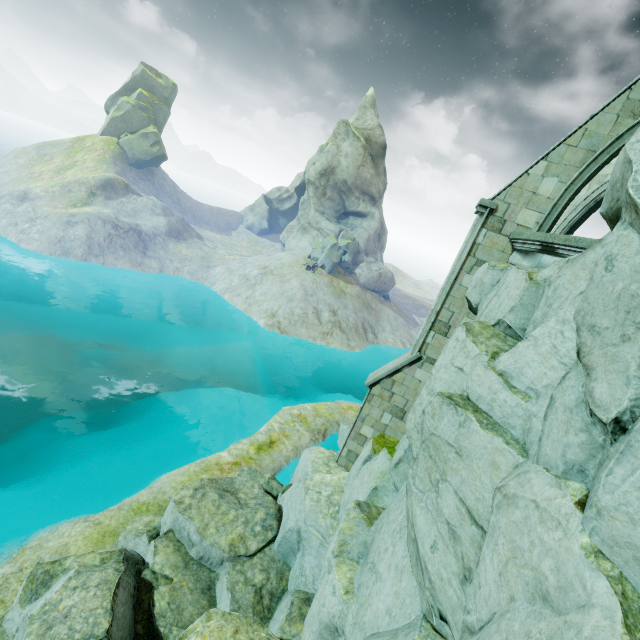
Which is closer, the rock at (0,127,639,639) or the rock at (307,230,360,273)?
the rock at (0,127,639,639)

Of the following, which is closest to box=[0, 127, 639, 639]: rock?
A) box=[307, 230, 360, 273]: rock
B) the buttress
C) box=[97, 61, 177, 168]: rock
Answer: the buttress

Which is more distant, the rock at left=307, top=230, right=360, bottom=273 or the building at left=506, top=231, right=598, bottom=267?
the rock at left=307, top=230, right=360, bottom=273

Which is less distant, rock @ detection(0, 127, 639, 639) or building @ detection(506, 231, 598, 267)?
rock @ detection(0, 127, 639, 639)

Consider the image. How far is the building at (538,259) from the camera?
6.19m

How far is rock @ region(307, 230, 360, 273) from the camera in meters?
43.3

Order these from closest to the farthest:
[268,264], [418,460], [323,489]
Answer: [418,460] < [323,489] < [268,264]

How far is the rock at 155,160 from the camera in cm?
5494
